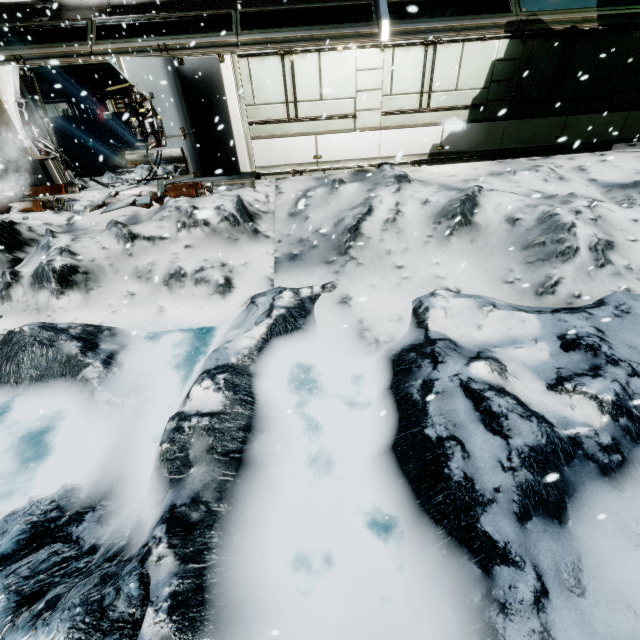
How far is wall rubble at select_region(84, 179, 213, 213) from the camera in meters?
7.9 m

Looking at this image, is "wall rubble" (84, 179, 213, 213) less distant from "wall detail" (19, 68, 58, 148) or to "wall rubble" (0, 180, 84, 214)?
"wall rubble" (0, 180, 84, 214)

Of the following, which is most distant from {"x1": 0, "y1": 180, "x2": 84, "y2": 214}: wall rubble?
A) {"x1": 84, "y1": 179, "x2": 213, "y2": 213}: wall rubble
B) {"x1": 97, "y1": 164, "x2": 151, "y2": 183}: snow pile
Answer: {"x1": 84, "y1": 179, "x2": 213, "y2": 213}: wall rubble

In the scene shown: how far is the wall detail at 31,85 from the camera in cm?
795

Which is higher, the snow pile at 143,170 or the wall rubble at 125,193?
the snow pile at 143,170

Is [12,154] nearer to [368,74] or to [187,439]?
[368,74]

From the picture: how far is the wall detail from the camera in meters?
7.9

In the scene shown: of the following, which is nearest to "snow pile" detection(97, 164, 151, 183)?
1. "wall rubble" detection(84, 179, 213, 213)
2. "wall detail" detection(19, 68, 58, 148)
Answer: "wall detail" detection(19, 68, 58, 148)
